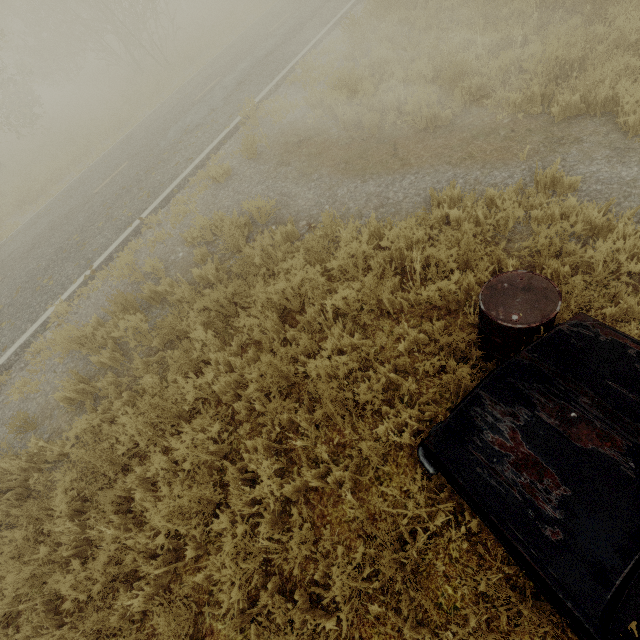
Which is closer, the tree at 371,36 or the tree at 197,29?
the tree at 371,36

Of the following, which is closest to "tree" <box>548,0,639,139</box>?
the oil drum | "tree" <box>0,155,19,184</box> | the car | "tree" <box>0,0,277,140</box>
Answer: "tree" <box>0,155,19,184</box>

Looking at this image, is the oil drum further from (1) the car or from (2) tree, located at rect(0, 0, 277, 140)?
(2) tree, located at rect(0, 0, 277, 140)

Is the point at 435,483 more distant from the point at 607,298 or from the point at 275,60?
the point at 275,60

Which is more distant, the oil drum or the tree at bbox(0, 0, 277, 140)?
the tree at bbox(0, 0, 277, 140)

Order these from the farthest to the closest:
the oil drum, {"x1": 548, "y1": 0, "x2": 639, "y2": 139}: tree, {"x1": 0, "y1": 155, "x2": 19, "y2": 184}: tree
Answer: {"x1": 0, "y1": 155, "x2": 19, "y2": 184}: tree < {"x1": 548, "y1": 0, "x2": 639, "y2": 139}: tree < the oil drum

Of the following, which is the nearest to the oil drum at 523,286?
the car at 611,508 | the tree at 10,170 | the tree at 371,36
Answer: the car at 611,508

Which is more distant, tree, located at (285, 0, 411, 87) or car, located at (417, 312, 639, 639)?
tree, located at (285, 0, 411, 87)
